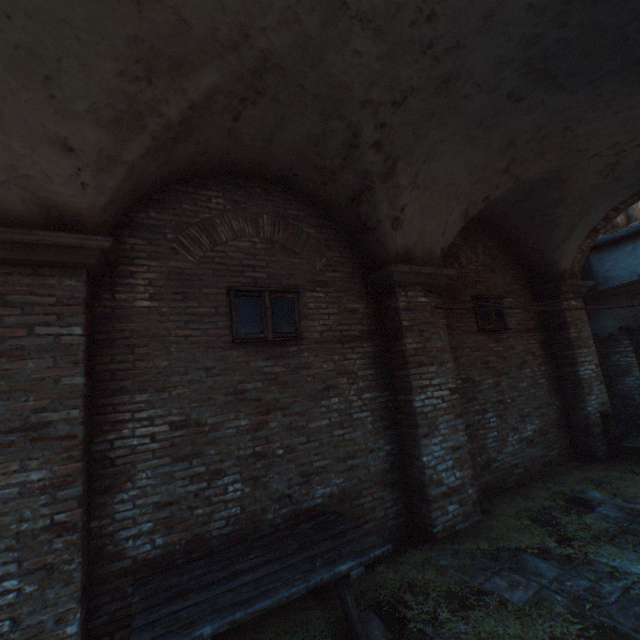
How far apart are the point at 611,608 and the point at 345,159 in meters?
5.6 m

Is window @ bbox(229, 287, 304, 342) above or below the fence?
above

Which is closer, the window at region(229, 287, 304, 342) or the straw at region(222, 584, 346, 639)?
the straw at region(222, 584, 346, 639)

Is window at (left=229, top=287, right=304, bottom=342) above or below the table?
above

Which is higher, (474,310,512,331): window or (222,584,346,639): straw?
(474,310,512,331): window

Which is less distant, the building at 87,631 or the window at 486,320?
the building at 87,631

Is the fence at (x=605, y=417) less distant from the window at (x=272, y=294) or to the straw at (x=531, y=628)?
the straw at (x=531, y=628)

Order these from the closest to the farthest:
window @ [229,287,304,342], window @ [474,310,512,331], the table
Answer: the table < window @ [229,287,304,342] < window @ [474,310,512,331]
